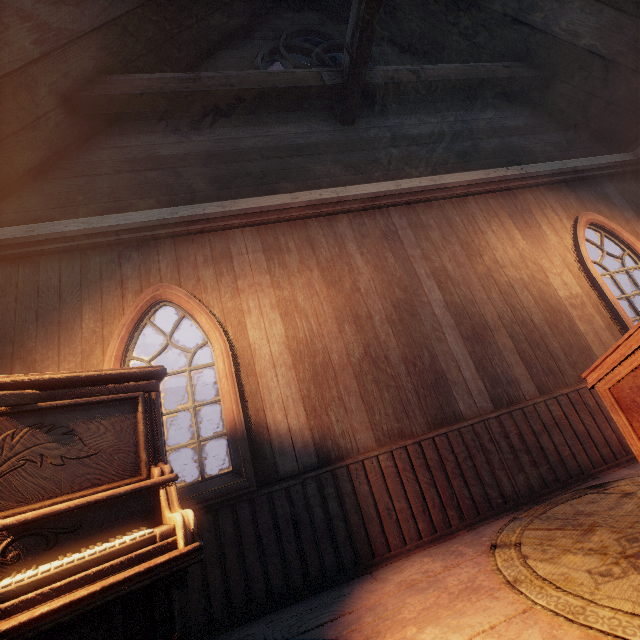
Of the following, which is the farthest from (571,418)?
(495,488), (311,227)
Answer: (311,227)

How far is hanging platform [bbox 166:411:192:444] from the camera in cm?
557

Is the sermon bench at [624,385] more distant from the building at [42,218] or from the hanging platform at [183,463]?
the hanging platform at [183,463]

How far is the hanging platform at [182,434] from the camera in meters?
5.6

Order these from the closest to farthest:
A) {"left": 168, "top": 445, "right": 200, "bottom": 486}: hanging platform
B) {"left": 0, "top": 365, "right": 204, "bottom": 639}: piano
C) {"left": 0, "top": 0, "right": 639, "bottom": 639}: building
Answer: {"left": 0, "top": 365, "right": 204, "bottom": 639}: piano < {"left": 0, "top": 0, "right": 639, "bottom": 639}: building < {"left": 168, "top": 445, "right": 200, "bottom": 486}: hanging platform

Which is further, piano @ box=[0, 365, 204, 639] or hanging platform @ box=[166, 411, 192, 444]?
hanging platform @ box=[166, 411, 192, 444]

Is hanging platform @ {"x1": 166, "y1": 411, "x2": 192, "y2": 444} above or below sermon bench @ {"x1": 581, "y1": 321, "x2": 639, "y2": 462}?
above
